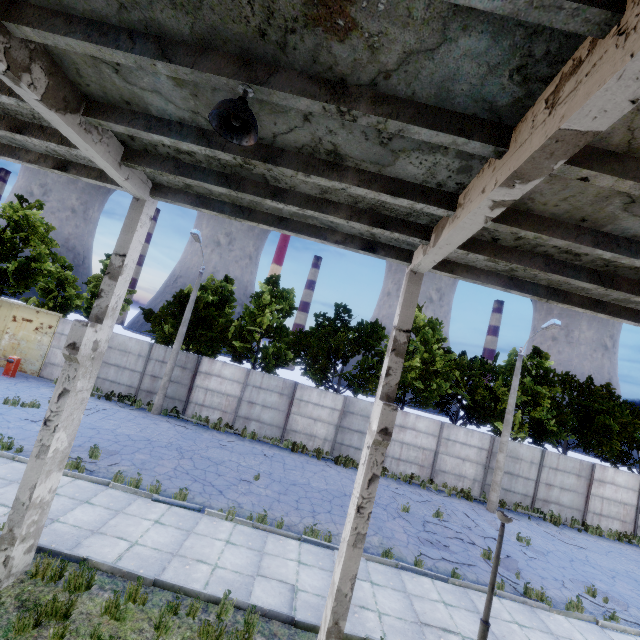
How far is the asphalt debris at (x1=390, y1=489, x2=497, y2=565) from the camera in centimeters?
1101cm

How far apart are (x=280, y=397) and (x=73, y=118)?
16.5 meters

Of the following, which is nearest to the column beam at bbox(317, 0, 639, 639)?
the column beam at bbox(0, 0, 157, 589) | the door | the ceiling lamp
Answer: the ceiling lamp

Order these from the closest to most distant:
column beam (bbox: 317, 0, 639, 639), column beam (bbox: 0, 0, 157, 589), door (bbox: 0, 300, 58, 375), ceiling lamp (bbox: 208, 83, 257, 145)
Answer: column beam (bbox: 317, 0, 639, 639) → ceiling lamp (bbox: 208, 83, 257, 145) → column beam (bbox: 0, 0, 157, 589) → door (bbox: 0, 300, 58, 375)

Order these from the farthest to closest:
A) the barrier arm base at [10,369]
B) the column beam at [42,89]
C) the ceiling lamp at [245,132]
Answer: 1. the barrier arm base at [10,369]
2. the column beam at [42,89]
3. the ceiling lamp at [245,132]

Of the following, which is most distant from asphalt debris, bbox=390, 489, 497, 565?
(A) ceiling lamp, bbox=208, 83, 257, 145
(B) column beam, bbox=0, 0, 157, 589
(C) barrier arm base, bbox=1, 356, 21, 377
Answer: (C) barrier arm base, bbox=1, 356, 21, 377

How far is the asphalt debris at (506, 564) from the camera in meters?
11.1

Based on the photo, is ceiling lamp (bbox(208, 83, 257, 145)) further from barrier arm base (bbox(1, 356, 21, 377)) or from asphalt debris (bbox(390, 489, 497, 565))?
barrier arm base (bbox(1, 356, 21, 377))
